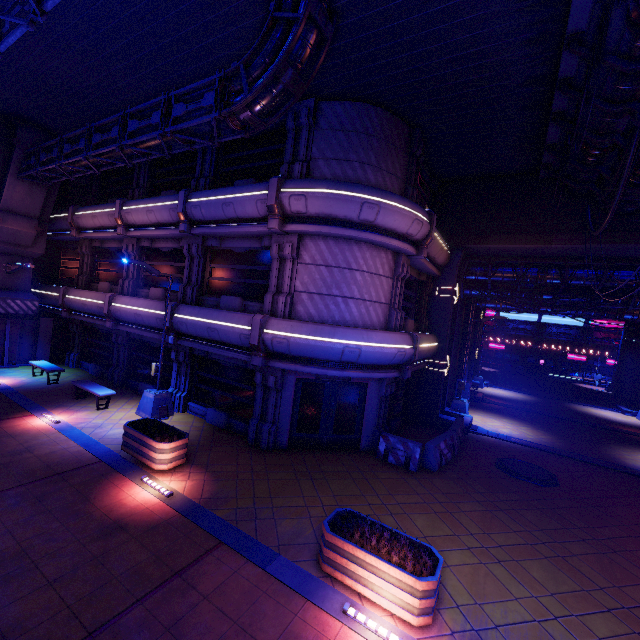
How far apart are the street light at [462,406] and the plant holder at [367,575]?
13.4 meters

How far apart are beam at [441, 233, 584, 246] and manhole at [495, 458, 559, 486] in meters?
9.2

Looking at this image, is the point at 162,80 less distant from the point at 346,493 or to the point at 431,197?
the point at 431,197

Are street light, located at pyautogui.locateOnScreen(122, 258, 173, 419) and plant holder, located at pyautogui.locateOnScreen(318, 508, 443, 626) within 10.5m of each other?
yes

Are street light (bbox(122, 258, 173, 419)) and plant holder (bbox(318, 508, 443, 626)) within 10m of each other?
yes

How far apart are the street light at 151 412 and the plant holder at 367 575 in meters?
8.8

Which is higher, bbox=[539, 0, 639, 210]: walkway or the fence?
bbox=[539, 0, 639, 210]: walkway

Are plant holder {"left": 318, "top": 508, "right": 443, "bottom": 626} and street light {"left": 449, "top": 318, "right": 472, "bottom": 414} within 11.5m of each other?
no
